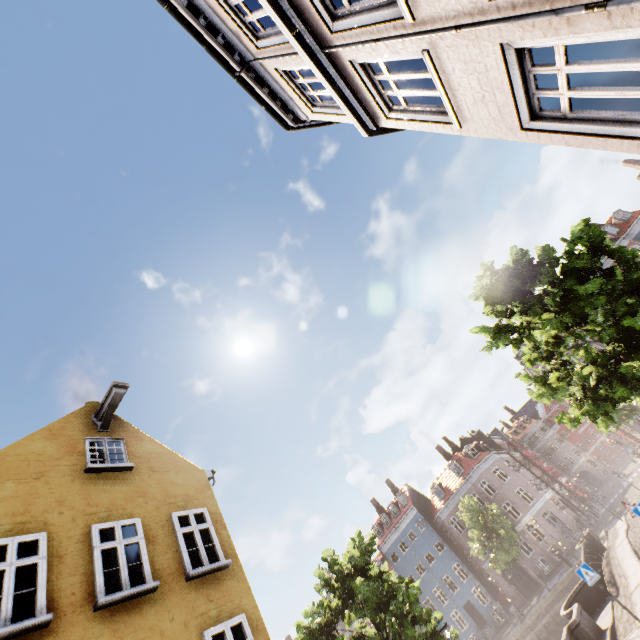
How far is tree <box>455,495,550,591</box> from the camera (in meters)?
27.95

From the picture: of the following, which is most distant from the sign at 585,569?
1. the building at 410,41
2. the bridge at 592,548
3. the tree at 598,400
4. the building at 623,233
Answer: the building at 623,233

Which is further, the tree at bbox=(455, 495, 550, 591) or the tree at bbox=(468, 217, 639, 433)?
the tree at bbox=(455, 495, 550, 591)

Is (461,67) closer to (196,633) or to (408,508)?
(196,633)

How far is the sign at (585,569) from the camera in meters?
10.7 m

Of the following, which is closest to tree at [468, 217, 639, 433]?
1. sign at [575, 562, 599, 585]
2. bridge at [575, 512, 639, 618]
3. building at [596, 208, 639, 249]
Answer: bridge at [575, 512, 639, 618]

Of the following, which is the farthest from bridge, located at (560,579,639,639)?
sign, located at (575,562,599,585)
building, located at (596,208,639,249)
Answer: building, located at (596,208,639,249)

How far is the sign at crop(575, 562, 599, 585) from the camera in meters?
10.7
